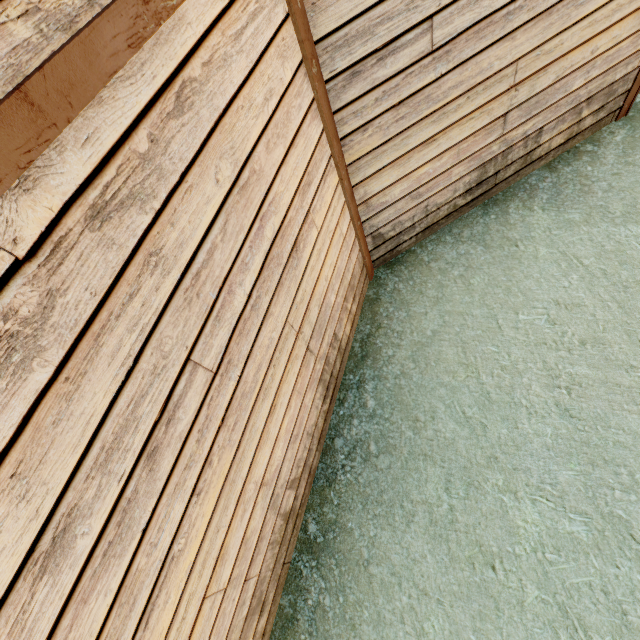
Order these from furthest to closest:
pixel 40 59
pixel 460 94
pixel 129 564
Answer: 1. pixel 460 94
2. pixel 129 564
3. pixel 40 59
